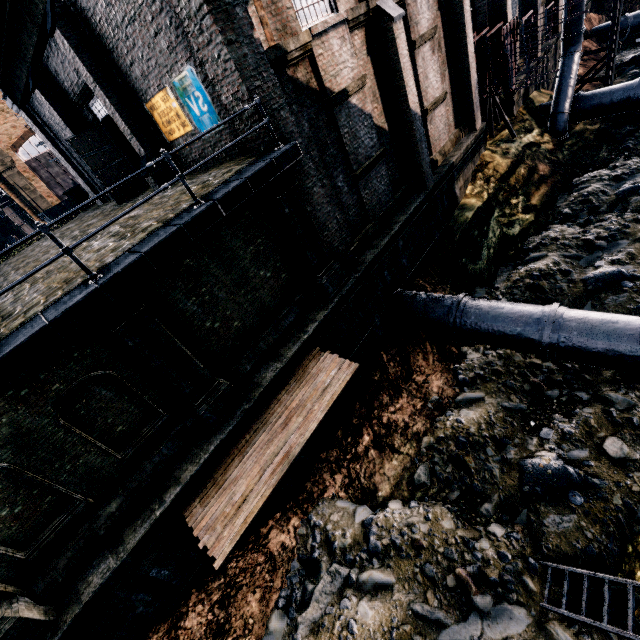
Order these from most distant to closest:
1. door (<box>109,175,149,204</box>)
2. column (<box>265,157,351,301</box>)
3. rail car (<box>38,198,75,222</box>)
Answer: rail car (<box>38,198,75,222</box>)
door (<box>109,175,149,204</box>)
column (<box>265,157,351,301</box>)

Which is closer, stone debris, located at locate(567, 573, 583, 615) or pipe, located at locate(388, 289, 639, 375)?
stone debris, located at locate(567, 573, 583, 615)

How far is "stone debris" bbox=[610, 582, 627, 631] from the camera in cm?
666

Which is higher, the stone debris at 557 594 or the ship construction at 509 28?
the ship construction at 509 28

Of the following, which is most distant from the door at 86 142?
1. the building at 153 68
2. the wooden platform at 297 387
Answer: the wooden platform at 297 387

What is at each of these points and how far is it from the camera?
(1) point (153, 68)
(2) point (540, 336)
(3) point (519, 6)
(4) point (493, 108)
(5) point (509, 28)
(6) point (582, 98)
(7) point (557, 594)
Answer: (1) building, 10.4 meters
(2) pipe, 10.0 meters
(3) building, 20.7 meters
(4) wooden support structure, 20.1 meters
(5) ship construction, 15.8 meters
(6) pipe, 20.7 meters
(7) stone debris, 7.2 meters

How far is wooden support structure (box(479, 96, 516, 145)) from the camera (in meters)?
19.17
